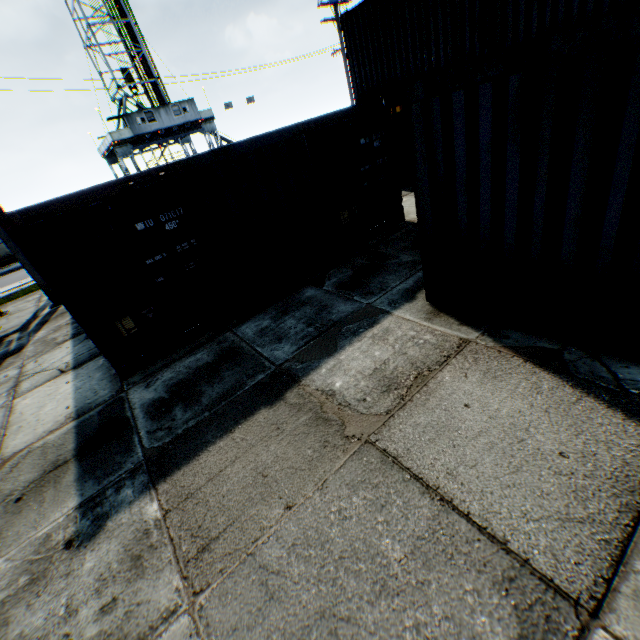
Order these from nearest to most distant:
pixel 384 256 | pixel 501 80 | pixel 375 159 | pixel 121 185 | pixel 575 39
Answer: pixel 575 39 → pixel 501 80 → pixel 121 185 → pixel 384 256 → pixel 375 159
